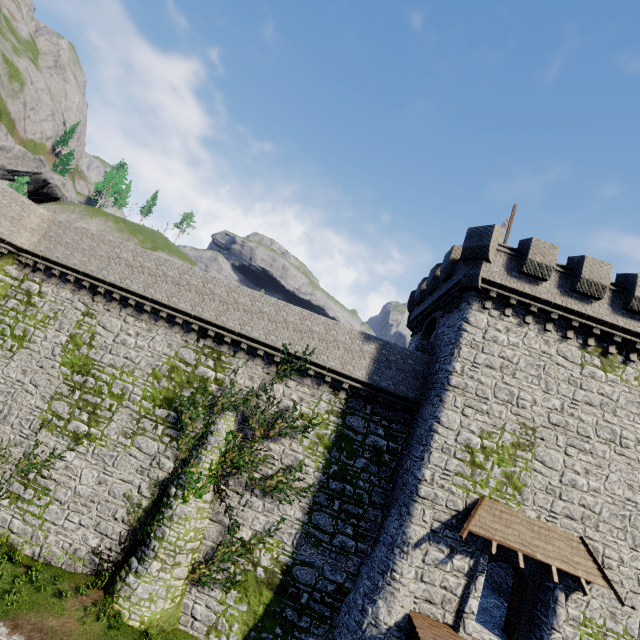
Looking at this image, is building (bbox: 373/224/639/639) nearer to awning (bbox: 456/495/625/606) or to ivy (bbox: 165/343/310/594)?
awning (bbox: 456/495/625/606)

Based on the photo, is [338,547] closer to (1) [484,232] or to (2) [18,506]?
(2) [18,506]

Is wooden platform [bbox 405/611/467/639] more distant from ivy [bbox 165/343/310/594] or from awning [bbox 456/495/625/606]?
ivy [bbox 165/343/310/594]

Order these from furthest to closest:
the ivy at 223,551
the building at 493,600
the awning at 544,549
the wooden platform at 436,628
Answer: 1. the ivy at 223,551
2. the building at 493,600
3. the awning at 544,549
4. the wooden platform at 436,628

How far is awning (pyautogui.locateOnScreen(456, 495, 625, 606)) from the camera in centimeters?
1232cm

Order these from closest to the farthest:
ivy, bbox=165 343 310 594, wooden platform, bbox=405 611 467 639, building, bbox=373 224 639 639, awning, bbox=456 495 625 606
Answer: wooden platform, bbox=405 611 467 639 → awning, bbox=456 495 625 606 → building, bbox=373 224 639 639 → ivy, bbox=165 343 310 594

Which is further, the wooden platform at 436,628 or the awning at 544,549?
the awning at 544,549
